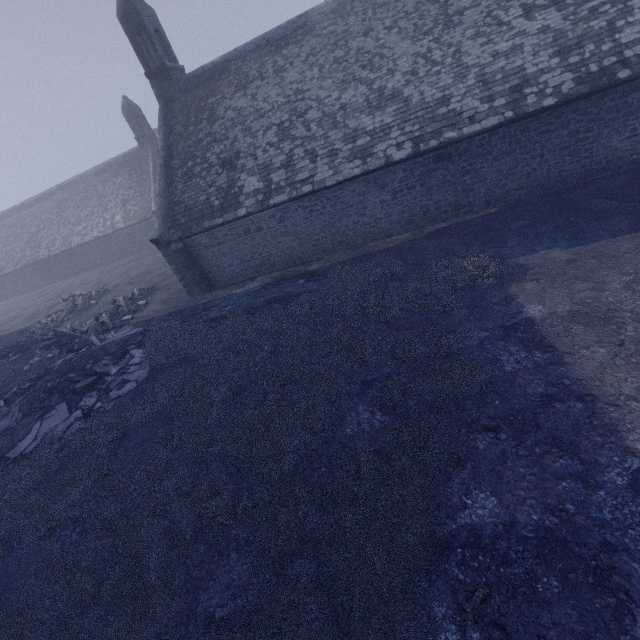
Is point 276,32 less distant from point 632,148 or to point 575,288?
point 632,148
